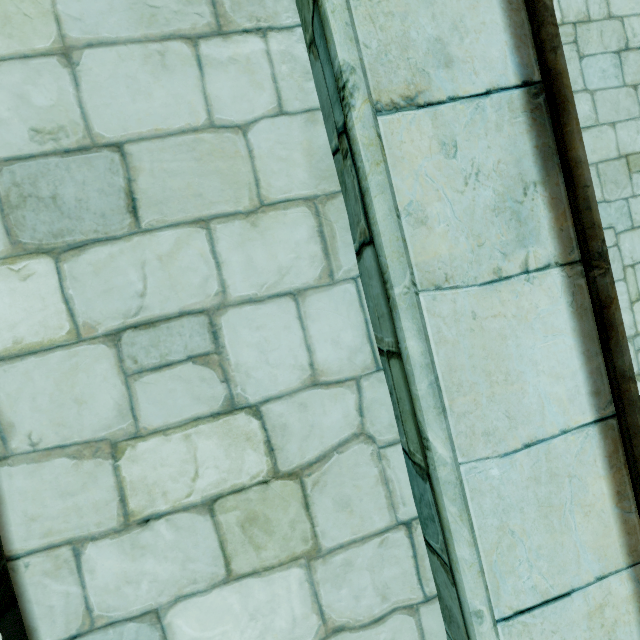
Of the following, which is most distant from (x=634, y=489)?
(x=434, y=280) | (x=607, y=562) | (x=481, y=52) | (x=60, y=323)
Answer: (x=60, y=323)
